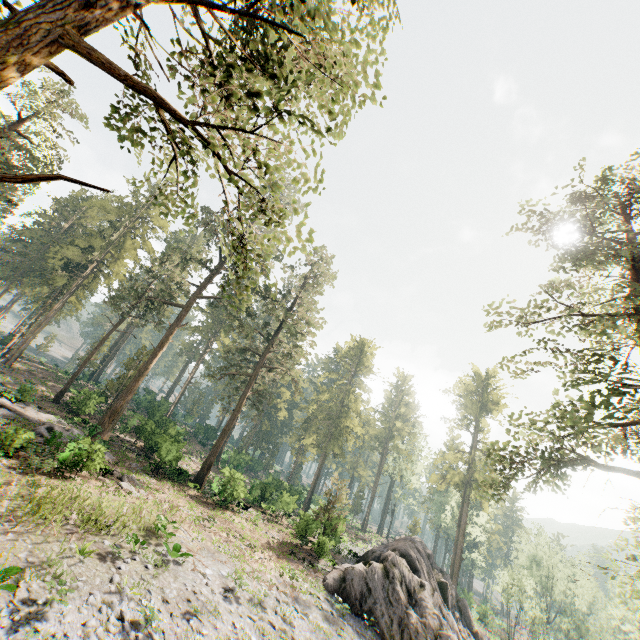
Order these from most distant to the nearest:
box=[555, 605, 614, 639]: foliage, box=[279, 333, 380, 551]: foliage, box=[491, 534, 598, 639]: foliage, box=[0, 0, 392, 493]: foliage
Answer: box=[555, 605, 614, 639]: foliage, box=[491, 534, 598, 639]: foliage, box=[279, 333, 380, 551]: foliage, box=[0, 0, 392, 493]: foliage

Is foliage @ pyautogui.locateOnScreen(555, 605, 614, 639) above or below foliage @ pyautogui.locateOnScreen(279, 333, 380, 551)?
below

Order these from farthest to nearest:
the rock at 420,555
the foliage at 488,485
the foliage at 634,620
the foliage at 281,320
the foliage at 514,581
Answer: the foliage at 514,581, the foliage at 634,620, the rock at 420,555, the foliage at 488,485, the foliage at 281,320

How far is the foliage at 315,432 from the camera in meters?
27.3 m

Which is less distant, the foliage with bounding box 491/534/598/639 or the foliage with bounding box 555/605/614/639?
the foliage with bounding box 491/534/598/639

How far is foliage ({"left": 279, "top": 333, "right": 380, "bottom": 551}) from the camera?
27.3m

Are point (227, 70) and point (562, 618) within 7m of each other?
no
